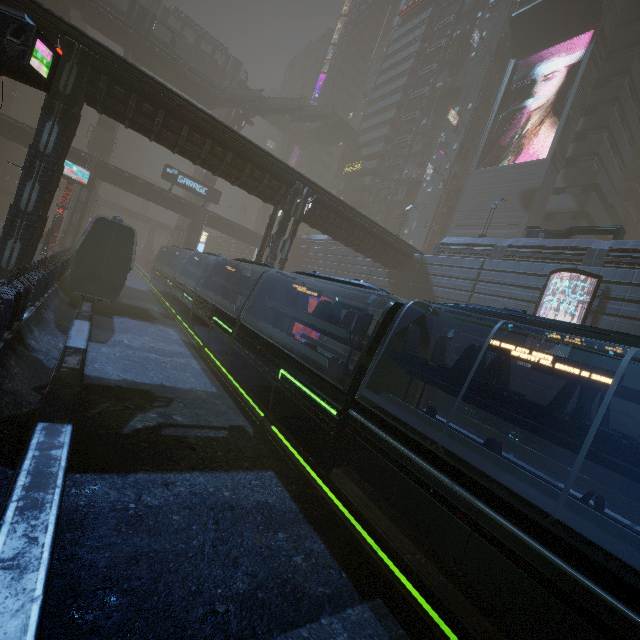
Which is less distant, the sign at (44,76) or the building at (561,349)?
the sign at (44,76)

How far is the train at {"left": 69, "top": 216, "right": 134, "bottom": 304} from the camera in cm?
1848

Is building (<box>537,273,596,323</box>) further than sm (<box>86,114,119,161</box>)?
No

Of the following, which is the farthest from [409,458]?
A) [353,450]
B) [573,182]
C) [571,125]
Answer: [571,125]

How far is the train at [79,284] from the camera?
18.5m

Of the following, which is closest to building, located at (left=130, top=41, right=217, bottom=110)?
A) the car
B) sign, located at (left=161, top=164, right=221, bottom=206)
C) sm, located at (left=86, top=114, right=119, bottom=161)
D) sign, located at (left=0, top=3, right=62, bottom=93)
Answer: sm, located at (left=86, top=114, right=119, bottom=161)

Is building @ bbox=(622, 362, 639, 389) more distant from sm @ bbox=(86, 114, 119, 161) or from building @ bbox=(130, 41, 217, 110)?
building @ bbox=(130, 41, 217, 110)
